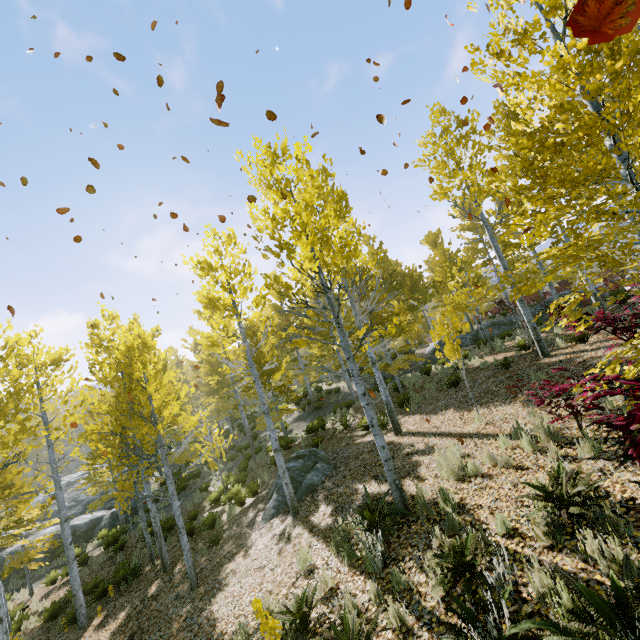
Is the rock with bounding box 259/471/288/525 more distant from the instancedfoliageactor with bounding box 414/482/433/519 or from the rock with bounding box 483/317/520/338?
the rock with bounding box 483/317/520/338

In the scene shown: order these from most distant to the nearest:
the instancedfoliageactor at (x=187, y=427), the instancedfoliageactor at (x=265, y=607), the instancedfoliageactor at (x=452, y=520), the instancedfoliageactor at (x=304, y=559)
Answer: the instancedfoliageactor at (x=304, y=559) → the instancedfoliageactor at (x=452, y=520) → the instancedfoliageactor at (x=265, y=607) → the instancedfoliageactor at (x=187, y=427)

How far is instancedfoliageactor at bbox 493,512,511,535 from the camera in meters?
4.3 m

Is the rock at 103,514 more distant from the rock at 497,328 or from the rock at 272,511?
the rock at 497,328

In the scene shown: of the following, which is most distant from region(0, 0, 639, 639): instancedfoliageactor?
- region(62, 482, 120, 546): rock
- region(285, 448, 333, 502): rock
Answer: region(285, 448, 333, 502): rock

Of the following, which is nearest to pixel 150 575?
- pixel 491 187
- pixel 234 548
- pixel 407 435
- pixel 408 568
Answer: pixel 234 548

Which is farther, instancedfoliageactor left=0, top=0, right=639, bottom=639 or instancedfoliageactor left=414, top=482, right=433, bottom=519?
instancedfoliageactor left=414, top=482, right=433, bottom=519
